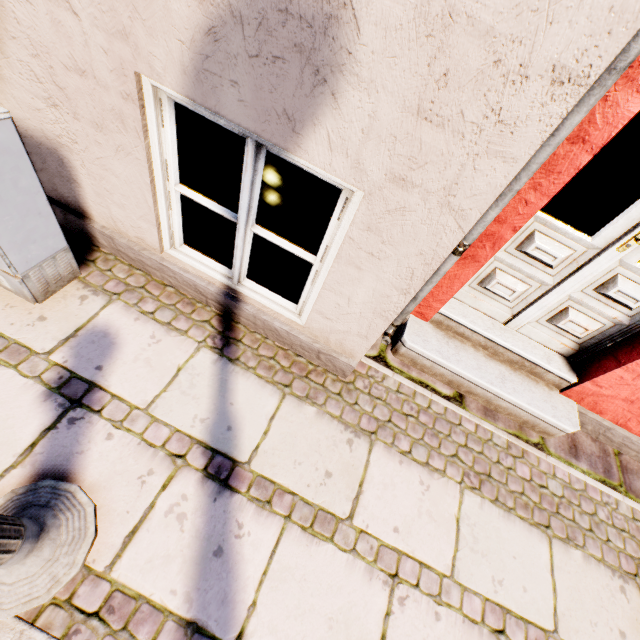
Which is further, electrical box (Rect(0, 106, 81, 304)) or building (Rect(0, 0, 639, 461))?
electrical box (Rect(0, 106, 81, 304))

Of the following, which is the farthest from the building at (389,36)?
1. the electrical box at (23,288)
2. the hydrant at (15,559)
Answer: the hydrant at (15,559)

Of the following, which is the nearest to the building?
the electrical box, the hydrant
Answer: the electrical box

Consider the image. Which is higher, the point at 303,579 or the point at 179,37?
the point at 179,37

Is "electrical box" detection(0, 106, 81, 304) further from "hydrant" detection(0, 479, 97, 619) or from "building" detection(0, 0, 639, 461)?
"hydrant" detection(0, 479, 97, 619)

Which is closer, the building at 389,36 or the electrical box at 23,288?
the building at 389,36
